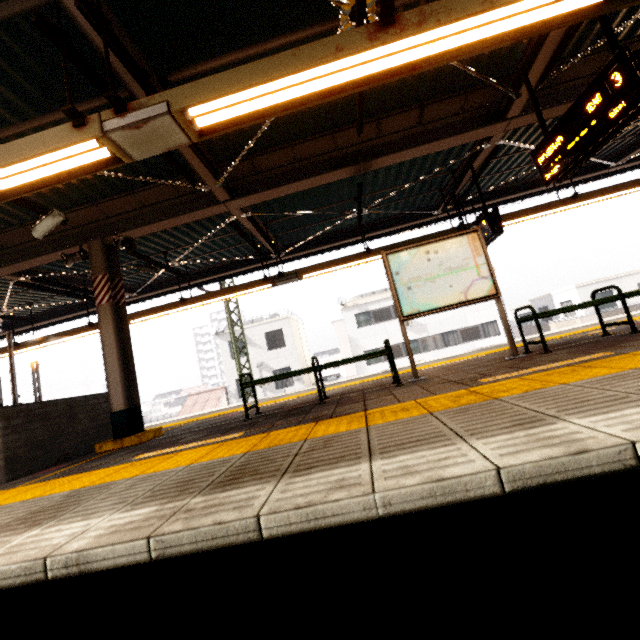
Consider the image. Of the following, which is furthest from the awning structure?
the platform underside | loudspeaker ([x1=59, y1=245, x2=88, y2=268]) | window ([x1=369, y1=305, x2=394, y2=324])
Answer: window ([x1=369, y1=305, x2=394, y2=324])

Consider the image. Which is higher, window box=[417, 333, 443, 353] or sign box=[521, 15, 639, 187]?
sign box=[521, 15, 639, 187]

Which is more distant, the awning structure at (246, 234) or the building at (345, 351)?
the building at (345, 351)

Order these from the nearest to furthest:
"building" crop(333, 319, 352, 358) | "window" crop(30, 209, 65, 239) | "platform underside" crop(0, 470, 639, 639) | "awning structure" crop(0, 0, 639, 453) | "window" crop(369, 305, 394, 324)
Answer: "platform underside" crop(0, 470, 639, 639)
"awning structure" crop(0, 0, 639, 453)
"window" crop(30, 209, 65, 239)
"window" crop(369, 305, 394, 324)
"building" crop(333, 319, 352, 358)

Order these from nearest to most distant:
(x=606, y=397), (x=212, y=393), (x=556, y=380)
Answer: (x=606, y=397) < (x=556, y=380) < (x=212, y=393)

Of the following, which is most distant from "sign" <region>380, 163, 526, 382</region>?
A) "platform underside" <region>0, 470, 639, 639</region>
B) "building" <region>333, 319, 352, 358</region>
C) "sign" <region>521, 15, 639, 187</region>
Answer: "building" <region>333, 319, 352, 358</region>

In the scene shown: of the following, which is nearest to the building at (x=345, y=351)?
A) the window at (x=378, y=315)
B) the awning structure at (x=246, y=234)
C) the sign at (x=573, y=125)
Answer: the window at (x=378, y=315)

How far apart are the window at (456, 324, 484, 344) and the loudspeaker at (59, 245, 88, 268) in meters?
23.5
